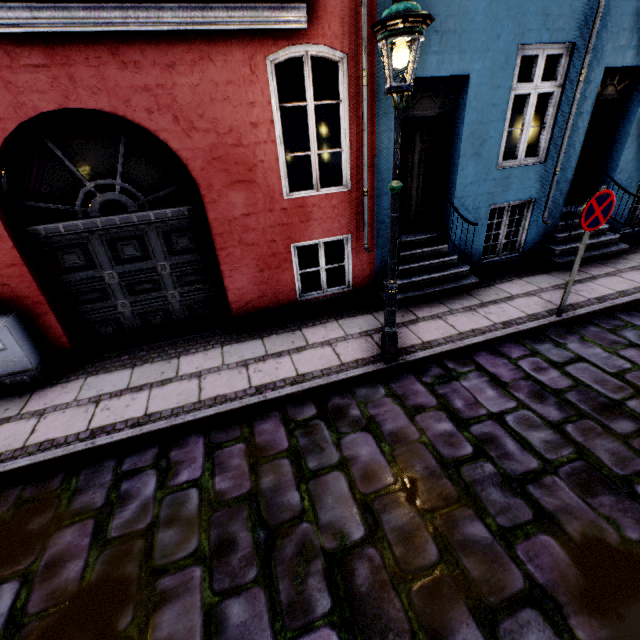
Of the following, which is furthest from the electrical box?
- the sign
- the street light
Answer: the sign

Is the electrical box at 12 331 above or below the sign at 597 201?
below

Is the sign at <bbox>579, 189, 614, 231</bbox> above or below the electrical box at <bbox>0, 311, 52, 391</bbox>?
above

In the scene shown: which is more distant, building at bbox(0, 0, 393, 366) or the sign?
the sign

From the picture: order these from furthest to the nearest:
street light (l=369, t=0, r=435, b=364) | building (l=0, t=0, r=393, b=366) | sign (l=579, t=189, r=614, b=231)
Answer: sign (l=579, t=189, r=614, b=231), building (l=0, t=0, r=393, b=366), street light (l=369, t=0, r=435, b=364)

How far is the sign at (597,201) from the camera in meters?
4.2

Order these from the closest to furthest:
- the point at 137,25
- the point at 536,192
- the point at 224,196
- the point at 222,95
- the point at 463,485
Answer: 1. the point at 463,485
2. the point at 137,25
3. the point at 222,95
4. the point at 224,196
5. the point at 536,192

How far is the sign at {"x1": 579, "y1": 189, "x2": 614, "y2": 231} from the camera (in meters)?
4.23
